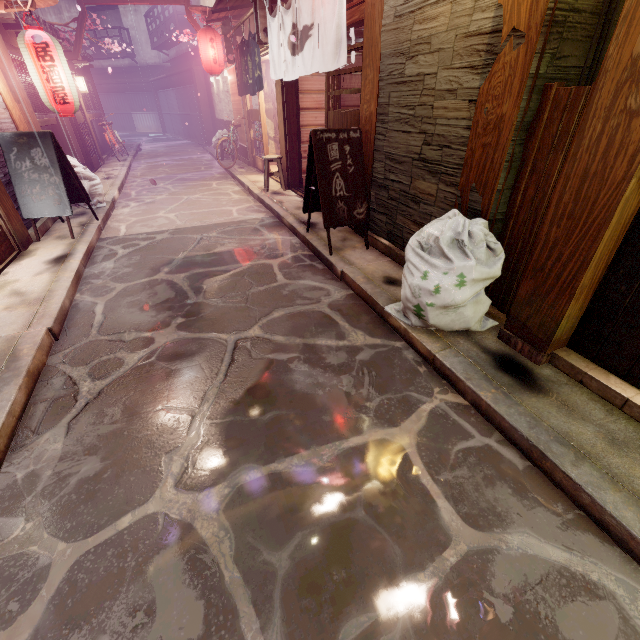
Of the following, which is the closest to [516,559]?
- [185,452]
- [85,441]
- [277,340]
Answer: [185,452]

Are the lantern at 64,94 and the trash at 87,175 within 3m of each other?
yes

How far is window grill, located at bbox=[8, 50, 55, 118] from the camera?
11.8m

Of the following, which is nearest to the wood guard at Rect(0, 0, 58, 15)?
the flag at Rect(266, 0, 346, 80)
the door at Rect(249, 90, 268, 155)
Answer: the flag at Rect(266, 0, 346, 80)

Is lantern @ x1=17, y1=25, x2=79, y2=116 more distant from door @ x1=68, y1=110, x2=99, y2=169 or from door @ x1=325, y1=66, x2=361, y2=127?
door @ x1=68, y1=110, x2=99, y2=169

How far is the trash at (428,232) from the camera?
4.7 meters

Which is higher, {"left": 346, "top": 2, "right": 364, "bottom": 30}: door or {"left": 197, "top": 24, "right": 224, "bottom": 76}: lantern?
{"left": 197, "top": 24, "right": 224, "bottom": 76}: lantern

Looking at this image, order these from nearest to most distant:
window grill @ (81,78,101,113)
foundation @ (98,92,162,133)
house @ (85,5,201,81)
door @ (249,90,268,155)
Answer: door @ (249,90,268,155) < window grill @ (81,78,101,113) < house @ (85,5,201,81) < foundation @ (98,92,162,133)
